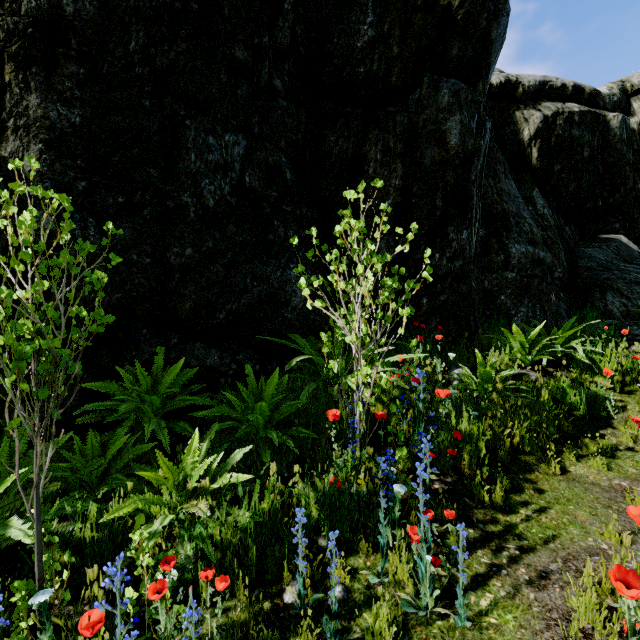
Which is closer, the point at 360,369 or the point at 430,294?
the point at 360,369

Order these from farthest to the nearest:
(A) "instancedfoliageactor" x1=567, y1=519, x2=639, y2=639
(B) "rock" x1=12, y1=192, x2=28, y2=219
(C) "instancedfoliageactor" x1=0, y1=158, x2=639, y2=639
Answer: (B) "rock" x1=12, y1=192, x2=28, y2=219 < (C) "instancedfoliageactor" x1=0, y1=158, x2=639, y2=639 < (A) "instancedfoliageactor" x1=567, y1=519, x2=639, y2=639

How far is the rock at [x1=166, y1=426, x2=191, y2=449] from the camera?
3.0 meters

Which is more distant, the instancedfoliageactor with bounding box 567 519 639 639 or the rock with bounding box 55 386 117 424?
the rock with bounding box 55 386 117 424

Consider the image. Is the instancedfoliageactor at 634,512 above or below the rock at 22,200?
below

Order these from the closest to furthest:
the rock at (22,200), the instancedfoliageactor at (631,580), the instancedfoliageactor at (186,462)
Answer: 1. the instancedfoliageactor at (631,580)
2. the instancedfoliageactor at (186,462)
3. the rock at (22,200)
